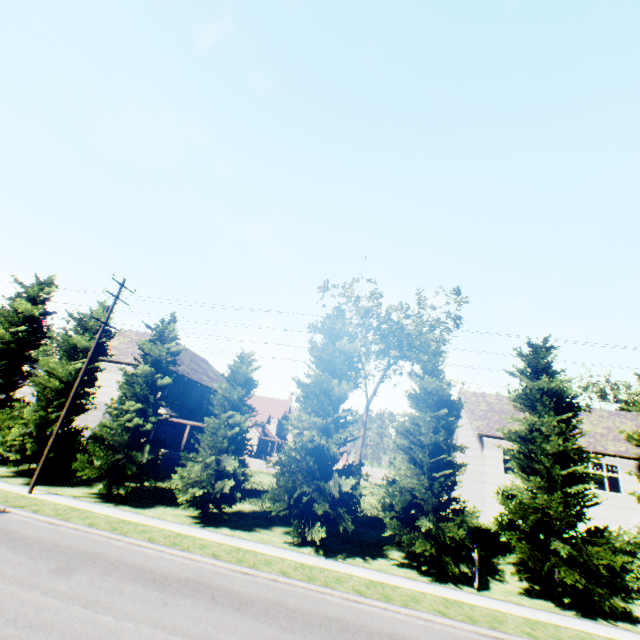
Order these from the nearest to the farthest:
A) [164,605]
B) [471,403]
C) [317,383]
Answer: [164,605] → [317,383] → [471,403]

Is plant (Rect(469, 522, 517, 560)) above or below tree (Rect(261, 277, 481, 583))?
below

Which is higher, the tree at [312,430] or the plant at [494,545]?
the tree at [312,430]

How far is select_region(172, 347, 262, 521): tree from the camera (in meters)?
15.90

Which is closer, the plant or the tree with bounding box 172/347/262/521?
the tree with bounding box 172/347/262/521

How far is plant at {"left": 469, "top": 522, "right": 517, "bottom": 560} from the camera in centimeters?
1709cm

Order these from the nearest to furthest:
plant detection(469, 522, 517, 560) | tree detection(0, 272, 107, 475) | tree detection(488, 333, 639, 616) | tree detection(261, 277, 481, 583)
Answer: tree detection(488, 333, 639, 616) < tree detection(261, 277, 481, 583) < plant detection(469, 522, 517, 560) < tree detection(0, 272, 107, 475)

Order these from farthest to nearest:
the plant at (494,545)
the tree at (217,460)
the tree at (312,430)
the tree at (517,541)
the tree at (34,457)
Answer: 1. the tree at (34,457)
2. the plant at (494,545)
3. the tree at (217,460)
4. the tree at (312,430)
5. the tree at (517,541)
